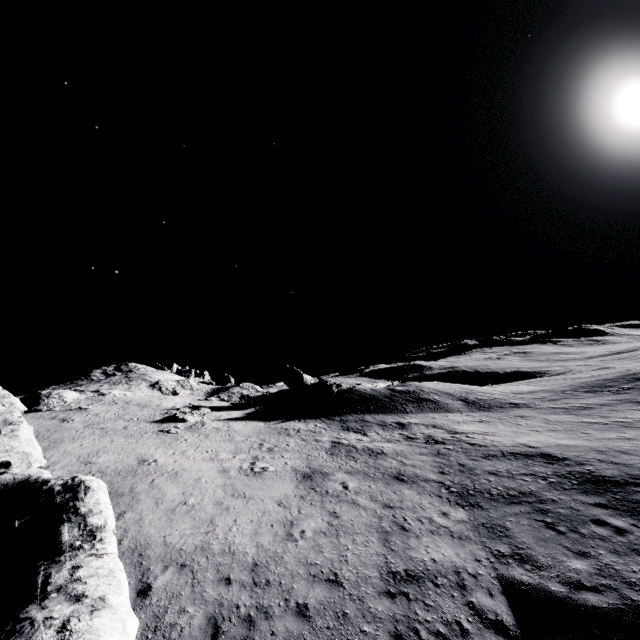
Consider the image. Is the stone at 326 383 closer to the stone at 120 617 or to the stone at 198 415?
the stone at 198 415

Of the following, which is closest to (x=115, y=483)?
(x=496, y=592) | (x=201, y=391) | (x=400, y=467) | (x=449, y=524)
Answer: (x=400, y=467)

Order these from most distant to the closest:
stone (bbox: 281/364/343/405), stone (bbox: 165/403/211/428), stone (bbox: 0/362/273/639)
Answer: stone (bbox: 281/364/343/405)
stone (bbox: 165/403/211/428)
stone (bbox: 0/362/273/639)

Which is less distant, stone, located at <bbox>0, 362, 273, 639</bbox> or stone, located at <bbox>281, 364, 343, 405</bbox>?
→ stone, located at <bbox>0, 362, 273, 639</bbox>

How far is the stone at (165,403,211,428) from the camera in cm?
2628

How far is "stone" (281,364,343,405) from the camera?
33.1 meters

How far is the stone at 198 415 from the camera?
26.3 meters

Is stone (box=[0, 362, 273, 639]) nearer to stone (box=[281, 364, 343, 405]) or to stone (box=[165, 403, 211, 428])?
stone (box=[165, 403, 211, 428])
